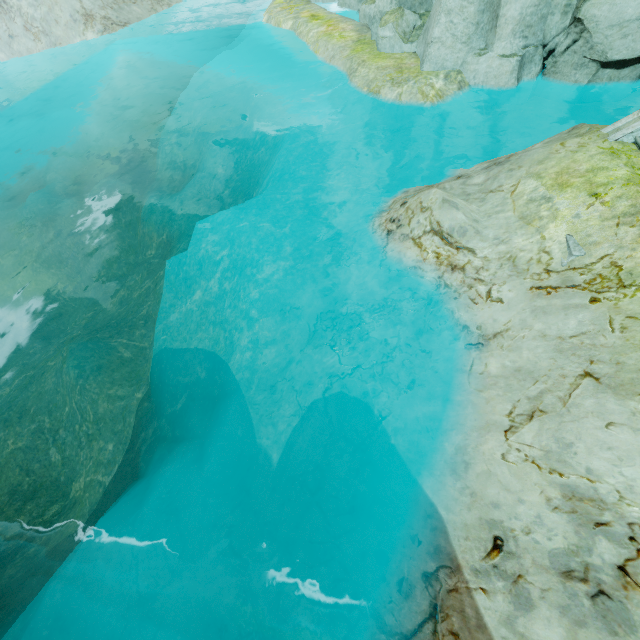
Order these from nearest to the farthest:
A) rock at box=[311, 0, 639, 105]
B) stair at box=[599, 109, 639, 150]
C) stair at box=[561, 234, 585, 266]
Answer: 1. stair at box=[561, 234, 585, 266]
2. stair at box=[599, 109, 639, 150]
3. rock at box=[311, 0, 639, 105]

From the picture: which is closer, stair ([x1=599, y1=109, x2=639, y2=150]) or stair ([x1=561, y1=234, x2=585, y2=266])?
stair ([x1=561, y1=234, x2=585, y2=266])

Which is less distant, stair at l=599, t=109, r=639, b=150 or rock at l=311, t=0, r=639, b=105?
stair at l=599, t=109, r=639, b=150

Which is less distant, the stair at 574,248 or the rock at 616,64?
the stair at 574,248

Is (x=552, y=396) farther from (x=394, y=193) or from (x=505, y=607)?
(x=394, y=193)

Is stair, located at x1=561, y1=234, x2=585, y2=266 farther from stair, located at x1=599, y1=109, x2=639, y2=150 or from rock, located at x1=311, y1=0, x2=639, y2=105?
rock, located at x1=311, y1=0, x2=639, y2=105

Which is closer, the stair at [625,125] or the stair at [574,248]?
the stair at [574,248]

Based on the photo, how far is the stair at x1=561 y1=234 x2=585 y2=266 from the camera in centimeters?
524cm
